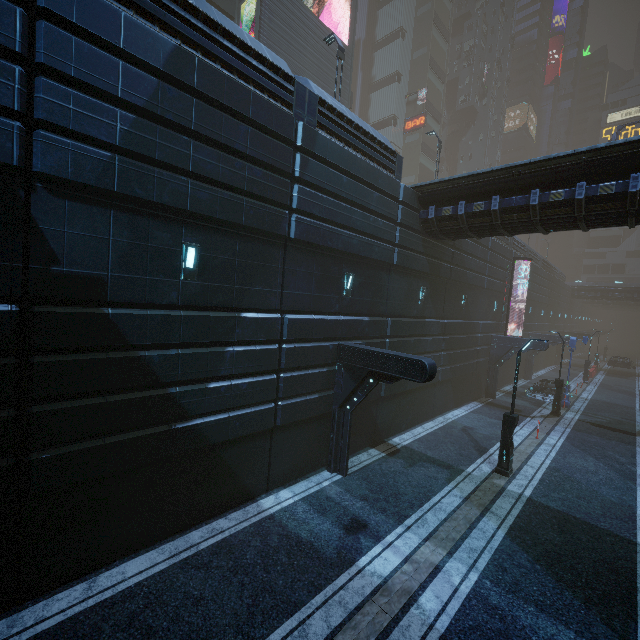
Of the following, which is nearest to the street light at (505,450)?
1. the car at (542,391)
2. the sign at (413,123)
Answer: the car at (542,391)

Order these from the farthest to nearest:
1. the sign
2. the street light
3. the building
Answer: the sign, the street light, the building

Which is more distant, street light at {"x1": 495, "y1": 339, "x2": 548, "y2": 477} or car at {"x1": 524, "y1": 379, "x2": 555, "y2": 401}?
car at {"x1": 524, "y1": 379, "x2": 555, "y2": 401}

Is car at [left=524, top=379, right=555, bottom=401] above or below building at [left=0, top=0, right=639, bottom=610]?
below

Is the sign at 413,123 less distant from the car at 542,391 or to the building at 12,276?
the building at 12,276

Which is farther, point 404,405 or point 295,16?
point 295,16

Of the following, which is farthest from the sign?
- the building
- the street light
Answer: the street light

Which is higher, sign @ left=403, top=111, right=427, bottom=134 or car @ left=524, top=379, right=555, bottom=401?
sign @ left=403, top=111, right=427, bottom=134
